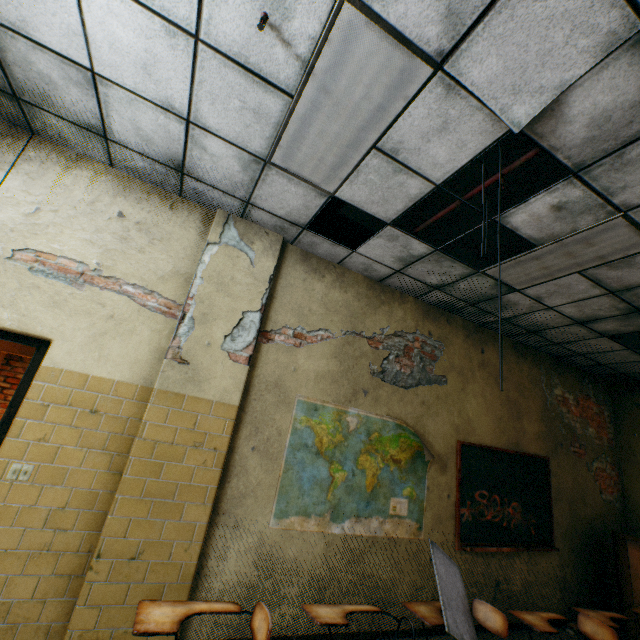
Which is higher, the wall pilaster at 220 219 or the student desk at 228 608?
the wall pilaster at 220 219

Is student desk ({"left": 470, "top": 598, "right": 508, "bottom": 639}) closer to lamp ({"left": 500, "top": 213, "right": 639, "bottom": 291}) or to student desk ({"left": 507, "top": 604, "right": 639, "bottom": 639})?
student desk ({"left": 507, "top": 604, "right": 639, "bottom": 639})

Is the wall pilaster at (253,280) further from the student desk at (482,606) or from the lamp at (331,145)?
the student desk at (482,606)

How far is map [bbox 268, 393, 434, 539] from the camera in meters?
3.3 m

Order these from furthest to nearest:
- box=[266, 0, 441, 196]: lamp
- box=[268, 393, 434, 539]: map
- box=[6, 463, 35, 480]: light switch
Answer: box=[268, 393, 434, 539]: map → box=[6, 463, 35, 480]: light switch → box=[266, 0, 441, 196]: lamp

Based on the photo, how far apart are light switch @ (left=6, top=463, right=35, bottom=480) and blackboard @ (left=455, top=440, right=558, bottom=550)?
4.53m

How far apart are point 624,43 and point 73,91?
3.6 meters

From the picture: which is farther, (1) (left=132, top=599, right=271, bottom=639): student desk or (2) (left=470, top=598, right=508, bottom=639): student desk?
(2) (left=470, top=598, right=508, bottom=639): student desk
